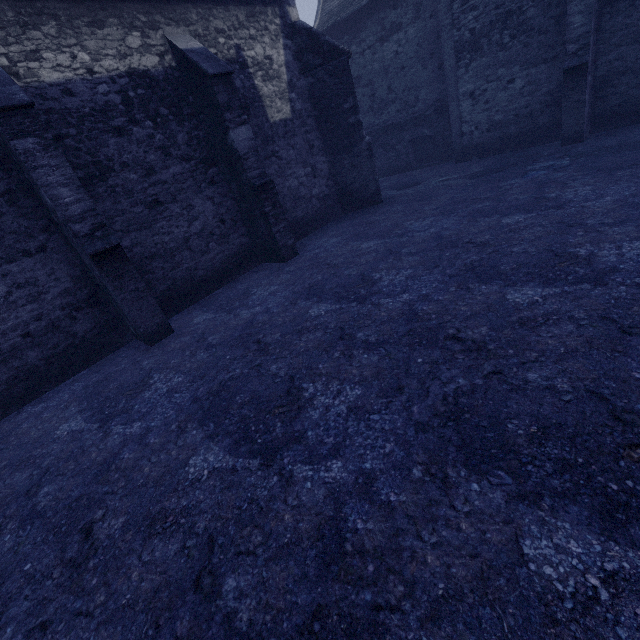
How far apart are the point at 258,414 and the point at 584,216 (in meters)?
6.78
